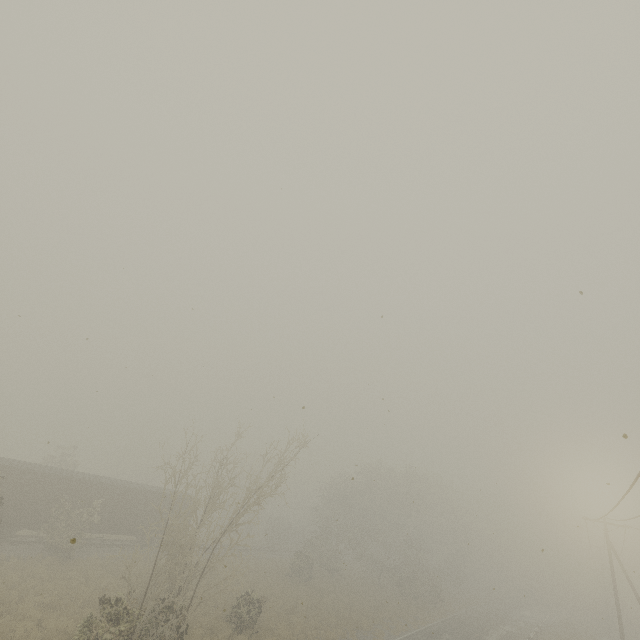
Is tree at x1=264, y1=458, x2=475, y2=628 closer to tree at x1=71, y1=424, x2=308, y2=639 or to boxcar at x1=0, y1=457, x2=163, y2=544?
boxcar at x1=0, y1=457, x2=163, y2=544

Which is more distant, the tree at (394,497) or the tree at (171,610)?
the tree at (394,497)

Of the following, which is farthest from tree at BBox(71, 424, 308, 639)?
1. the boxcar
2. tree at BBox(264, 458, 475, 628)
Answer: tree at BBox(264, 458, 475, 628)

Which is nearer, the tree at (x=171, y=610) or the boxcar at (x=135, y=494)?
the tree at (x=171, y=610)

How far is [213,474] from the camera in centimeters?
1997cm
